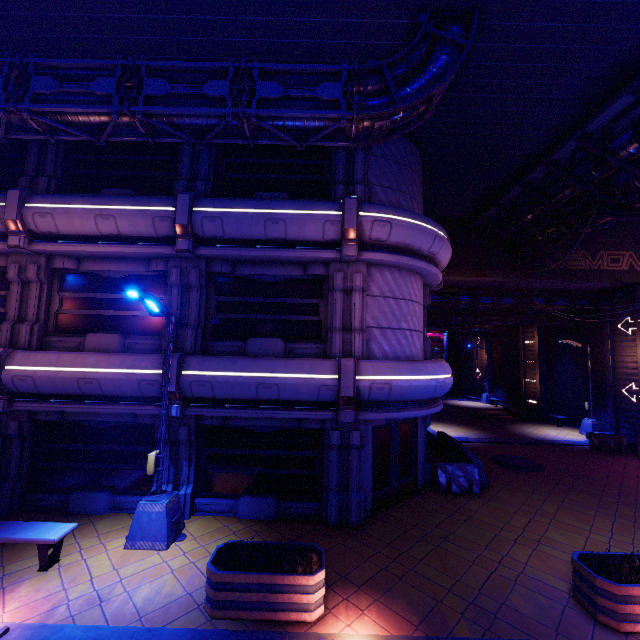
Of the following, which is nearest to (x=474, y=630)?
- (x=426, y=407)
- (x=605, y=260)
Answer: (x=426, y=407)

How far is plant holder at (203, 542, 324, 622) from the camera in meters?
5.7 m

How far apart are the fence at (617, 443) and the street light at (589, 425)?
2.8m

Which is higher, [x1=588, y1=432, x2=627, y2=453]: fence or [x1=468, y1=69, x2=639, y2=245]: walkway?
[x1=468, y1=69, x2=639, y2=245]: walkway

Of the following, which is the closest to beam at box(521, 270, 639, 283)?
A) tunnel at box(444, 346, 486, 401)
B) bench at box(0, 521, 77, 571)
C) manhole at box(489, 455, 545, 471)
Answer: manhole at box(489, 455, 545, 471)

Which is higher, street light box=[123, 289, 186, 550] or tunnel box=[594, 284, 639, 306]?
tunnel box=[594, 284, 639, 306]

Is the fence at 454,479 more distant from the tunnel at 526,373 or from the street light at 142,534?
the tunnel at 526,373

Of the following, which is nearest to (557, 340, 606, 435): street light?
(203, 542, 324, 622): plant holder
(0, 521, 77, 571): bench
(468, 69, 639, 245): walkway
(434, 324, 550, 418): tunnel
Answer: (434, 324, 550, 418): tunnel
